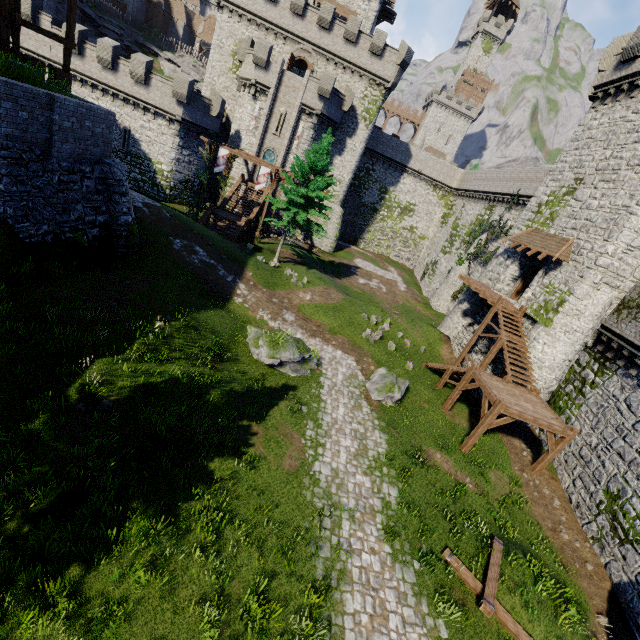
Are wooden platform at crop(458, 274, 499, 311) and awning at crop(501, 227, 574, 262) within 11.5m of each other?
yes

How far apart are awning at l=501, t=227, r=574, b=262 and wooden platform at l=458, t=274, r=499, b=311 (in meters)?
3.09

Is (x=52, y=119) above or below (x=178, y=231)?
above

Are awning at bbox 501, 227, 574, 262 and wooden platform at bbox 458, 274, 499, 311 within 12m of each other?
yes

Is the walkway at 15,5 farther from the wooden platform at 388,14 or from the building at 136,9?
the building at 136,9

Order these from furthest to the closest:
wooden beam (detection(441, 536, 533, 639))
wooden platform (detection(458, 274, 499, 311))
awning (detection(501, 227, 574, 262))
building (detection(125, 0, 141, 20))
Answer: building (detection(125, 0, 141, 20)) < wooden platform (detection(458, 274, 499, 311)) < awning (detection(501, 227, 574, 262)) < wooden beam (detection(441, 536, 533, 639))

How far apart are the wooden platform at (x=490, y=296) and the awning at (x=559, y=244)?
3.1m

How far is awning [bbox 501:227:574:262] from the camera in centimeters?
1878cm
